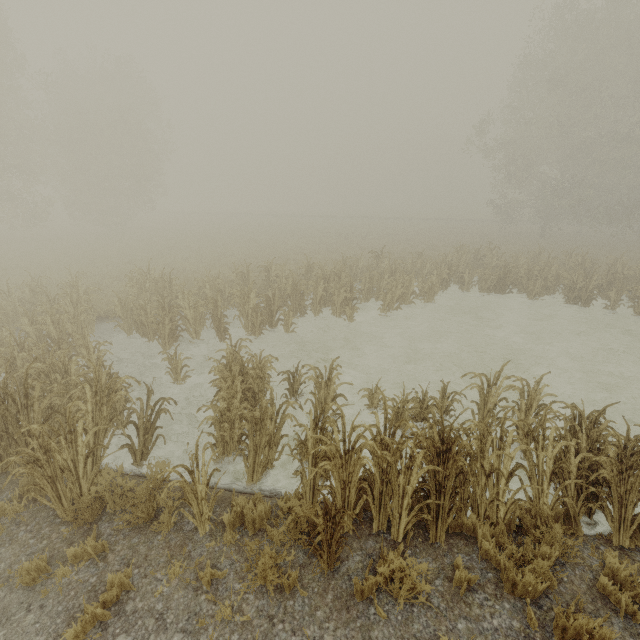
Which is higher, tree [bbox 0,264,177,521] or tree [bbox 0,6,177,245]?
tree [bbox 0,6,177,245]

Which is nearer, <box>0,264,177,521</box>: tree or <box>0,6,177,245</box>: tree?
<box>0,264,177,521</box>: tree

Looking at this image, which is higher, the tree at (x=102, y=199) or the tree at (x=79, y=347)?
→ the tree at (x=102, y=199)

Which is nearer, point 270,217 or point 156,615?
point 156,615

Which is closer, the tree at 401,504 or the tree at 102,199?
the tree at 401,504
